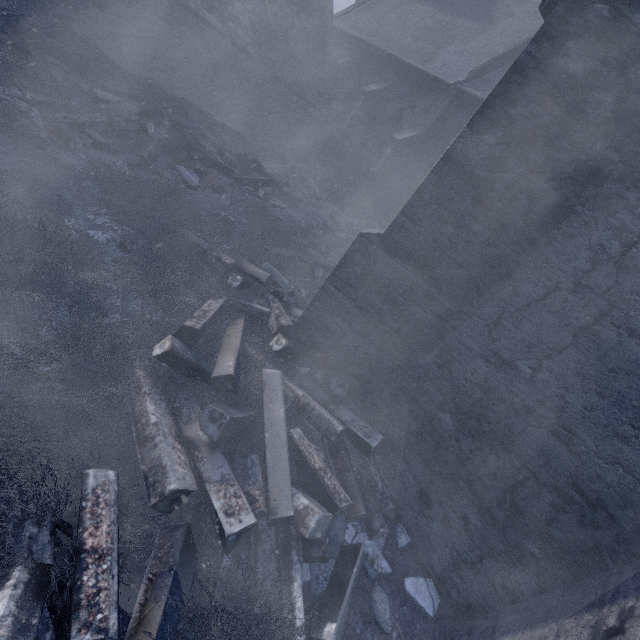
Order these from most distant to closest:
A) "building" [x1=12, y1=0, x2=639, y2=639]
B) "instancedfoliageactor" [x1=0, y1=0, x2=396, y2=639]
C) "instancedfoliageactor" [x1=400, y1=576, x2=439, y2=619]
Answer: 1. "instancedfoliageactor" [x1=400, y1=576, x2=439, y2=619]
2. "building" [x1=12, y1=0, x2=639, y2=639]
3. "instancedfoliageactor" [x1=0, y1=0, x2=396, y2=639]

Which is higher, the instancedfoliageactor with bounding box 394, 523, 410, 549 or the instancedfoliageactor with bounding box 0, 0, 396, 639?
the instancedfoliageactor with bounding box 0, 0, 396, 639

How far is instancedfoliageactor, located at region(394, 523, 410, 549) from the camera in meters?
3.6 m

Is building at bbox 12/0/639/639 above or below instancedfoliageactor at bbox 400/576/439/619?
above

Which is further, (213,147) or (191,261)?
(213,147)

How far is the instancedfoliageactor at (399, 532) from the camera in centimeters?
362cm

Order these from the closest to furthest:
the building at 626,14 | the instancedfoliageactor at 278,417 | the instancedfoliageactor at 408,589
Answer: the instancedfoliageactor at 278,417 < the building at 626,14 < the instancedfoliageactor at 408,589
